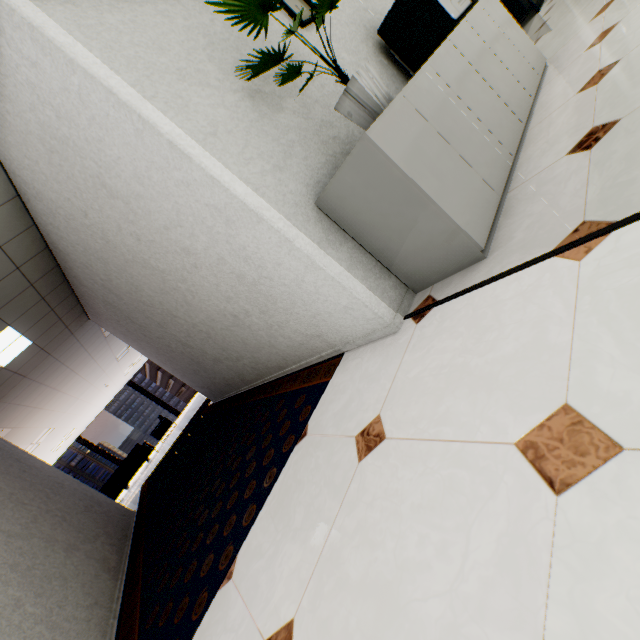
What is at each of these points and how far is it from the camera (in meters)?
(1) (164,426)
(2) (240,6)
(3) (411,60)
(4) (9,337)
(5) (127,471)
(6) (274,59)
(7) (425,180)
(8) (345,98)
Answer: (1) chair, 12.87
(2) plant, 1.43
(3) printer, 2.48
(4) light, 4.43
(5) sofa, 10.91
(6) plant, 1.64
(7) cupboard, 1.45
(8) plant, 1.63

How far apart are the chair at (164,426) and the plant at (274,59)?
13.7 meters

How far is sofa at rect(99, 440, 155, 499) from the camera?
10.57m

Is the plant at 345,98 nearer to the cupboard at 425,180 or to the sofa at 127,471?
the cupboard at 425,180

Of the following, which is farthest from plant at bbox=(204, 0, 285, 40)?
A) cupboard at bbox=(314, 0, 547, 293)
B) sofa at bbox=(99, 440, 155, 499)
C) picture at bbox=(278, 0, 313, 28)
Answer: sofa at bbox=(99, 440, 155, 499)

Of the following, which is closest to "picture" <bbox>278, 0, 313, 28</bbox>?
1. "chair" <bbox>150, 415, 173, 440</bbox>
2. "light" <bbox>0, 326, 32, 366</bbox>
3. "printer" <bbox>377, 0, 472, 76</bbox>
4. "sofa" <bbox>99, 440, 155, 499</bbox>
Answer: "printer" <bbox>377, 0, 472, 76</bbox>

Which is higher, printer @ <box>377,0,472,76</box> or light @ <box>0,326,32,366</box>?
light @ <box>0,326,32,366</box>

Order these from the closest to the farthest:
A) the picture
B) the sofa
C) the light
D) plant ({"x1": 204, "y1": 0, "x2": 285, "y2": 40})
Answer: plant ({"x1": 204, "y1": 0, "x2": 285, "y2": 40}) < the picture < the light < the sofa
